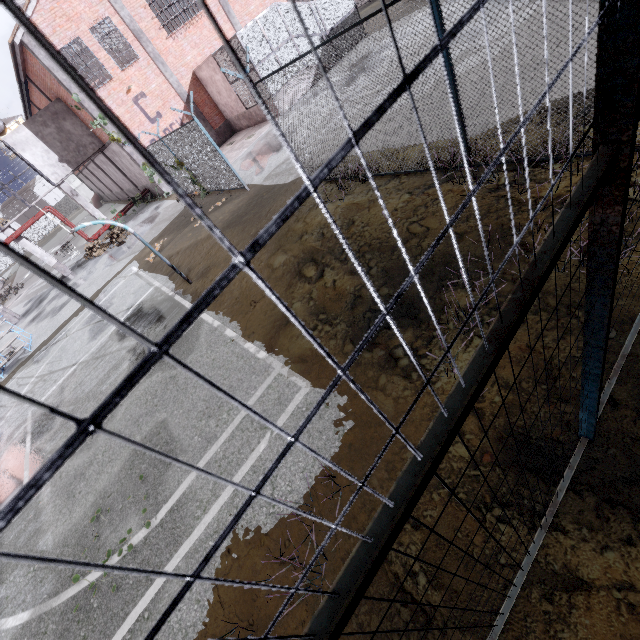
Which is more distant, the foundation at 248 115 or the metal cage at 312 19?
the foundation at 248 115

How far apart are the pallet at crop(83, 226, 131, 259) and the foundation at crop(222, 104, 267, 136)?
10.79m

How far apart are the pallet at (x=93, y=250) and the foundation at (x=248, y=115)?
10.8m

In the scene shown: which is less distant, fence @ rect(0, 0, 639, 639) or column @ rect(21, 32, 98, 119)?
fence @ rect(0, 0, 639, 639)

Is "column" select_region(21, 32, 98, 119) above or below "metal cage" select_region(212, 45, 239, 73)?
above

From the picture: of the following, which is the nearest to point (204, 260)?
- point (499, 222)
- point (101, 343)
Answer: point (101, 343)

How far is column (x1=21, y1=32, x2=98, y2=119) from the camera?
15.6m

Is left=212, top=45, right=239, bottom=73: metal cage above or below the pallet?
above
